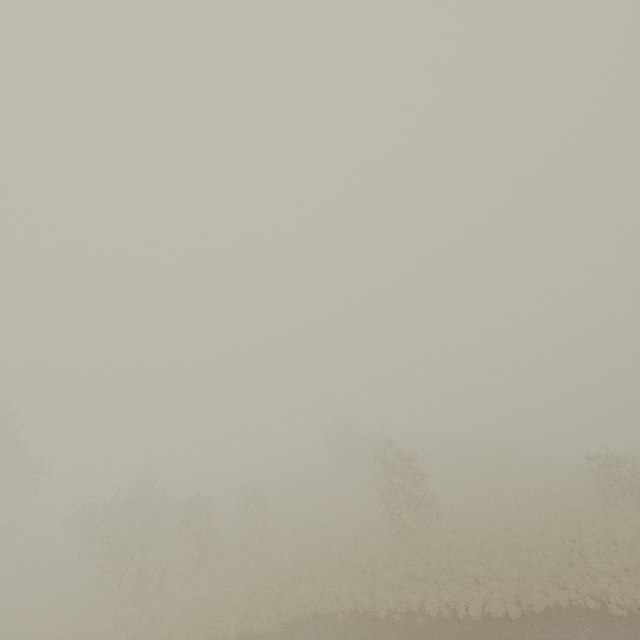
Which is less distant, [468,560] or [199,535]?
[468,560]
